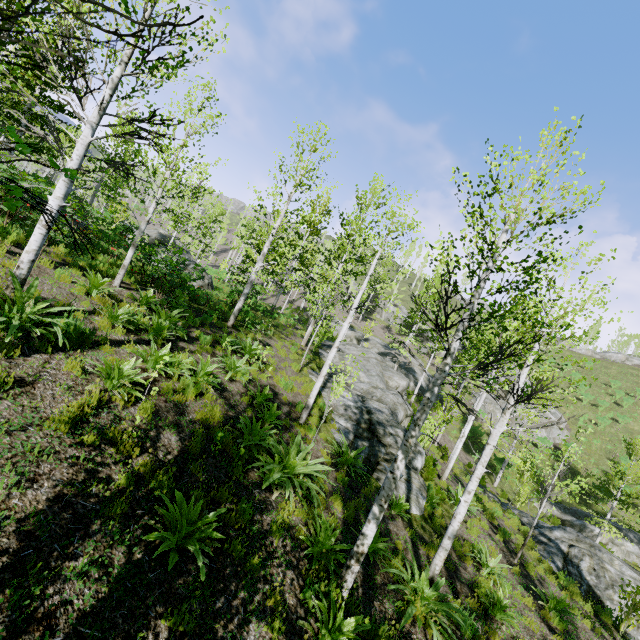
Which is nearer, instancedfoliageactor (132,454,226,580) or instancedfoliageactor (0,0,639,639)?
instancedfoliageactor (132,454,226,580)

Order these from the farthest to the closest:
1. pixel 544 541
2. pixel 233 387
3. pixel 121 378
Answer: pixel 544 541 → pixel 233 387 → pixel 121 378

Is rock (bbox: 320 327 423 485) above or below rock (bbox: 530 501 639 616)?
above

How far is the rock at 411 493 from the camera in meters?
10.0

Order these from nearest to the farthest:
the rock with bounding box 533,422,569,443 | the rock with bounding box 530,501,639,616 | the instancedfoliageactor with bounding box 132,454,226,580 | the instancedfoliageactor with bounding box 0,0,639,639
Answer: the instancedfoliageactor with bounding box 132,454,226,580 → the instancedfoliageactor with bounding box 0,0,639,639 → the rock with bounding box 530,501,639,616 → the rock with bounding box 533,422,569,443

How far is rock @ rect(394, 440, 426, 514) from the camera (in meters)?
10.00

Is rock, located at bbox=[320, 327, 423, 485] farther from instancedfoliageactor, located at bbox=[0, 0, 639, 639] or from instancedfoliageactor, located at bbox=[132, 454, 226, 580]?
instancedfoliageactor, located at bbox=[132, 454, 226, 580]

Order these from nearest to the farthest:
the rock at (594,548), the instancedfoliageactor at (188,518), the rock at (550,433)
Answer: the instancedfoliageactor at (188,518) → the rock at (594,548) → the rock at (550,433)
